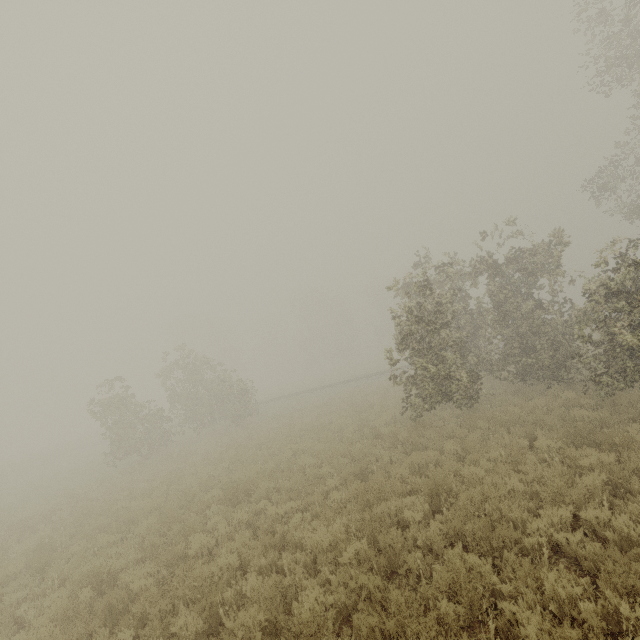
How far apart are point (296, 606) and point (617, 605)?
4.4 meters
